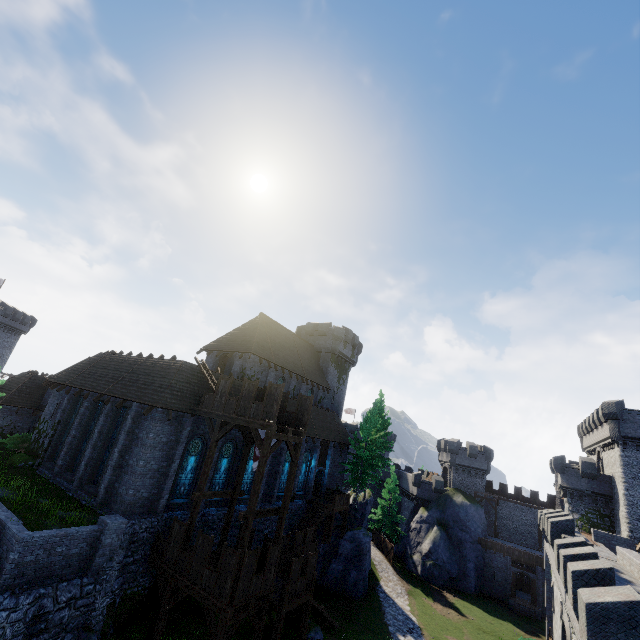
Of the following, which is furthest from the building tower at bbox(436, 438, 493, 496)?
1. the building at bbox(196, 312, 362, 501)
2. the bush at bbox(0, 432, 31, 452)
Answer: the bush at bbox(0, 432, 31, 452)

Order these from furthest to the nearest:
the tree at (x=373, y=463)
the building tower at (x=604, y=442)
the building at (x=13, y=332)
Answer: the building at (x=13, y=332) → the tree at (x=373, y=463) → the building tower at (x=604, y=442)

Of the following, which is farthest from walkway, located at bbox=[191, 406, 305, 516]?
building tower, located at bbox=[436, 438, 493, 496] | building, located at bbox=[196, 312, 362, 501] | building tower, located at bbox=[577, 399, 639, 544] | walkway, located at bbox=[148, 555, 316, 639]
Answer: building tower, located at bbox=[436, 438, 493, 496]

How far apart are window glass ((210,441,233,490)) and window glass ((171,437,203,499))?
1.5 meters

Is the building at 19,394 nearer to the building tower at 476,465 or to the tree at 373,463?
the tree at 373,463

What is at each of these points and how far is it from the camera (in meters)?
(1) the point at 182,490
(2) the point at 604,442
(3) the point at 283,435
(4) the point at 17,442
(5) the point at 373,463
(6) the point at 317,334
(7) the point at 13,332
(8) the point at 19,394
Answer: (1) window glass, 20.44
(2) building tower, 37.28
(3) walkway, 17.84
(4) bush, 26.91
(5) tree, 42.12
(6) building, 44.84
(7) building, 56.41
(8) building, 31.95

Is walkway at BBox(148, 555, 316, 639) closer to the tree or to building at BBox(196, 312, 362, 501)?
building at BBox(196, 312, 362, 501)

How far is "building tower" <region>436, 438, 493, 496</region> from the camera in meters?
48.3 m
